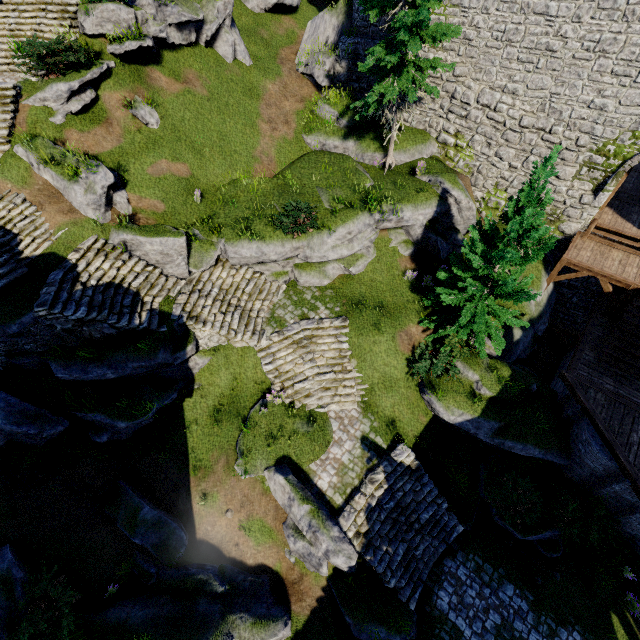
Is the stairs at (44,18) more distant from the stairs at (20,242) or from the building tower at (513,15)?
the building tower at (513,15)

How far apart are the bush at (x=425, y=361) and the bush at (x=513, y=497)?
4.67m

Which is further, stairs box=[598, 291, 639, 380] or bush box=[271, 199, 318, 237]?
bush box=[271, 199, 318, 237]

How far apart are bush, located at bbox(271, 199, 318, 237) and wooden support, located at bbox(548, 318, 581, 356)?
13.5m

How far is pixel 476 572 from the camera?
12.1m

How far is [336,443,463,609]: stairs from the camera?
11.5 meters

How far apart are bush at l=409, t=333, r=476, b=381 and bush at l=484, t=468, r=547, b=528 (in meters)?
4.67

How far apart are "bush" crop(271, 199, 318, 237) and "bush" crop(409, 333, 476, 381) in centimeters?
711cm
